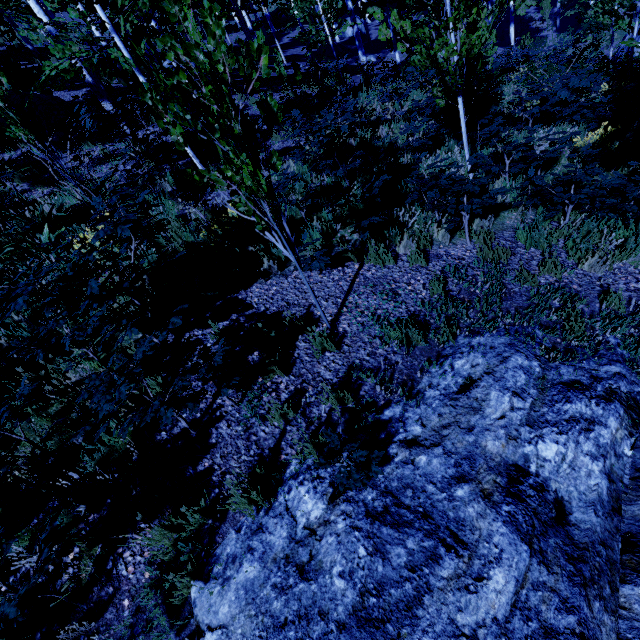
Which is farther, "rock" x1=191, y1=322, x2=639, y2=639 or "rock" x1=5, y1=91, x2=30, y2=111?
"rock" x1=5, y1=91, x2=30, y2=111

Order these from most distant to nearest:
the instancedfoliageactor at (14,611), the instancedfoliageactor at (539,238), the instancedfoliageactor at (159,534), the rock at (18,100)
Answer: the rock at (18,100), the instancedfoliageactor at (539,238), the instancedfoliageactor at (159,534), the instancedfoliageactor at (14,611)

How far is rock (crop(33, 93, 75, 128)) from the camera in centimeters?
967cm

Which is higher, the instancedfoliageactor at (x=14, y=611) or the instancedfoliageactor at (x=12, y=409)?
the instancedfoliageactor at (x=12, y=409)

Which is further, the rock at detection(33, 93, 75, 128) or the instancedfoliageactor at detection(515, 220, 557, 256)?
the rock at detection(33, 93, 75, 128)

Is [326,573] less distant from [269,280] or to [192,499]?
[192,499]

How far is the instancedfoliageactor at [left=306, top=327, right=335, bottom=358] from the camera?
3.93m
